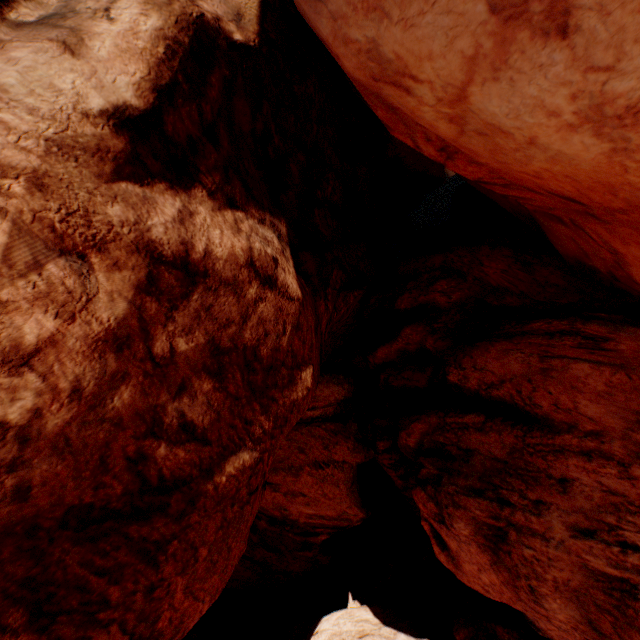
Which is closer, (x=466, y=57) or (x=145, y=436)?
(x=466, y=57)
